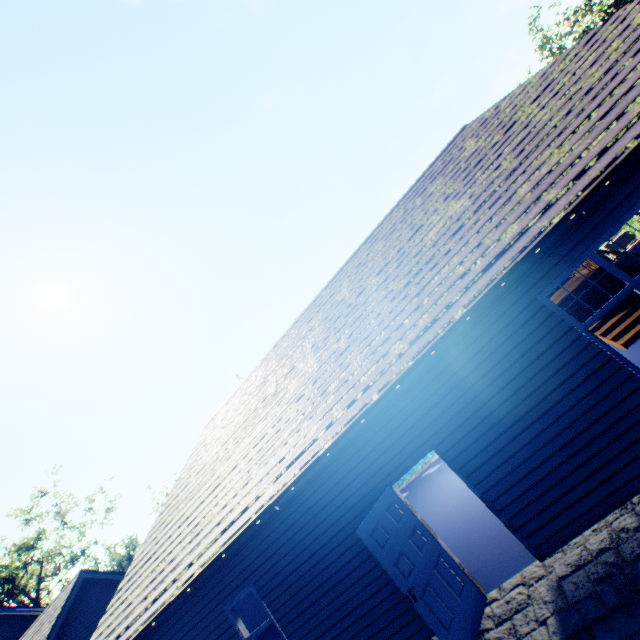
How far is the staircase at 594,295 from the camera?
10.3 meters

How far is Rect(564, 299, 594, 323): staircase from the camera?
10.4m

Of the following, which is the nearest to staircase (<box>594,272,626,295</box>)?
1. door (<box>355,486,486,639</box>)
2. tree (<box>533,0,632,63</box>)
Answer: door (<box>355,486,486,639</box>)

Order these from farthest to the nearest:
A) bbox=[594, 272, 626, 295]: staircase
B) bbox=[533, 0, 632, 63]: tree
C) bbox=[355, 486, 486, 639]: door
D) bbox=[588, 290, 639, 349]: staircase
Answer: bbox=[533, 0, 632, 63]: tree → bbox=[594, 272, 626, 295]: staircase → bbox=[588, 290, 639, 349]: staircase → bbox=[355, 486, 486, 639]: door

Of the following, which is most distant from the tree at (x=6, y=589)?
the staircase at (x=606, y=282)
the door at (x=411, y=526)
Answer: the staircase at (x=606, y=282)

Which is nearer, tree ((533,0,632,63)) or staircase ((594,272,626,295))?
staircase ((594,272,626,295))

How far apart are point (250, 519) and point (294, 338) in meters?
5.9 m
